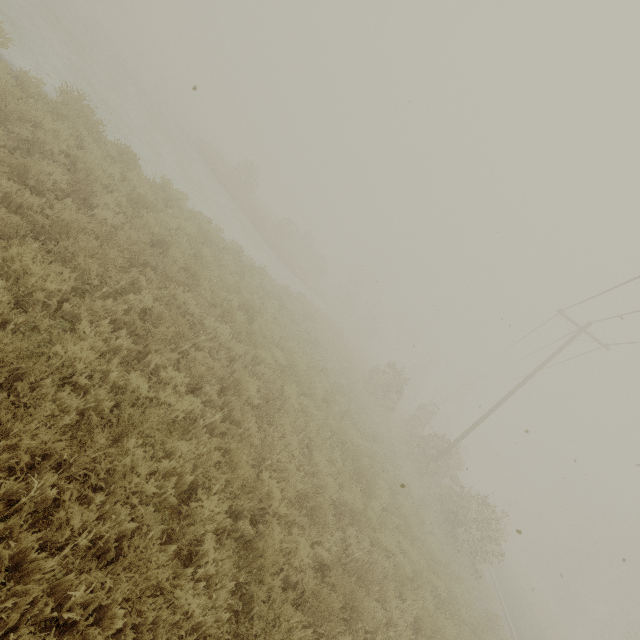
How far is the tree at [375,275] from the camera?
36.77m

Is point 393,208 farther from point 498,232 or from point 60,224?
point 60,224

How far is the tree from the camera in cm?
3677
